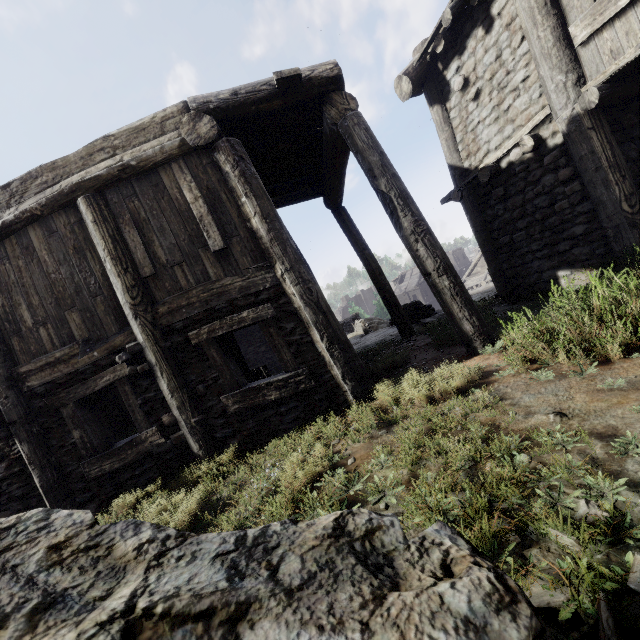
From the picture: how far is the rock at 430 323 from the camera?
8.12m

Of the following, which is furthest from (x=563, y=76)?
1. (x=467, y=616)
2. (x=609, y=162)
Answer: Result: (x=467, y=616)

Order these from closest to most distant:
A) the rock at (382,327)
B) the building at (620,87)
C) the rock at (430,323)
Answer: the building at (620,87), the rock at (430,323), the rock at (382,327)

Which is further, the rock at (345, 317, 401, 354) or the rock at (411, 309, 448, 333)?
the rock at (345, 317, 401, 354)

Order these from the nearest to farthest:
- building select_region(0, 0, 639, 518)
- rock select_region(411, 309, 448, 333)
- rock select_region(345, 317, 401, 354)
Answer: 1. building select_region(0, 0, 639, 518)
2. rock select_region(411, 309, 448, 333)
3. rock select_region(345, 317, 401, 354)

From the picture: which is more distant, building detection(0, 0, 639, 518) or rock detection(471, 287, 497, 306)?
rock detection(471, 287, 497, 306)
